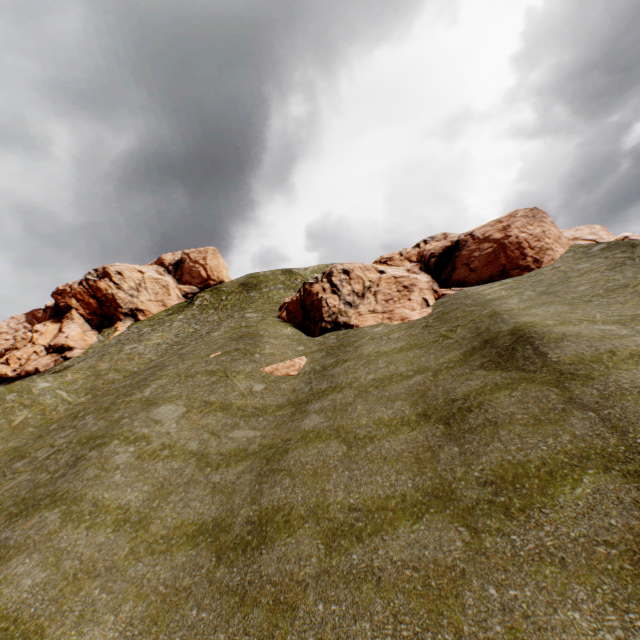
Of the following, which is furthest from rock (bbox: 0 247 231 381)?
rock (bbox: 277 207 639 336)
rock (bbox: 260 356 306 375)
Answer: rock (bbox: 260 356 306 375)

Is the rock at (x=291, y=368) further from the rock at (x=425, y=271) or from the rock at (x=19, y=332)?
the rock at (x=19, y=332)

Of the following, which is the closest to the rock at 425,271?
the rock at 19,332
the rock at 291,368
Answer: the rock at 291,368

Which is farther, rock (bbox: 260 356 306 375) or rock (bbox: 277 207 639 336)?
rock (bbox: 277 207 639 336)

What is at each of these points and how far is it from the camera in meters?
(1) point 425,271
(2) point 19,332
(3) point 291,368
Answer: (1) rock, 28.0 m
(2) rock, 53.0 m
(3) rock, 19.6 m

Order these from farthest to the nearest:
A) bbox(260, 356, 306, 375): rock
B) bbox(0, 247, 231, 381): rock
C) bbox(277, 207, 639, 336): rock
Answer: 1. bbox(0, 247, 231, 381): rock
2. bbox(277, 207, 639, 336): rock
3. bbox(260, 356, 306, 375): rock

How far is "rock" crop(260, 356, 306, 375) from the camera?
19.2m

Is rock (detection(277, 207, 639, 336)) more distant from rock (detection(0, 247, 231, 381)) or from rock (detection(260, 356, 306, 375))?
rock (detection(0, 247, 231, 381))
